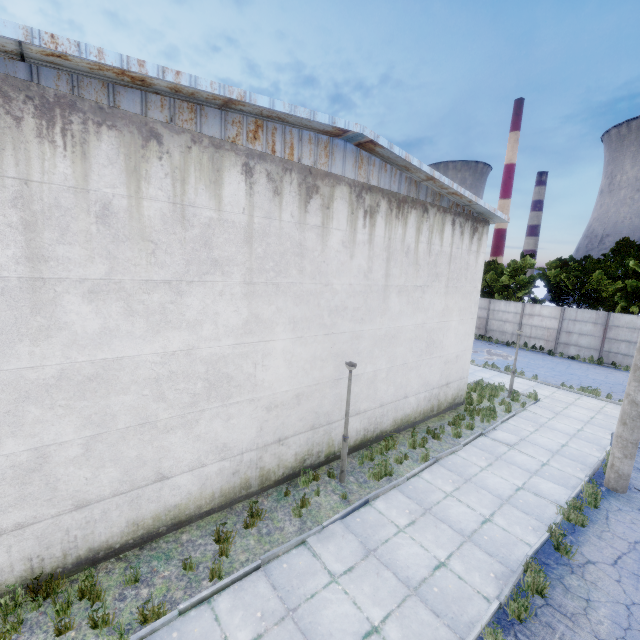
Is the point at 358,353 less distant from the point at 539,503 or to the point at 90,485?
the point at 539,503
